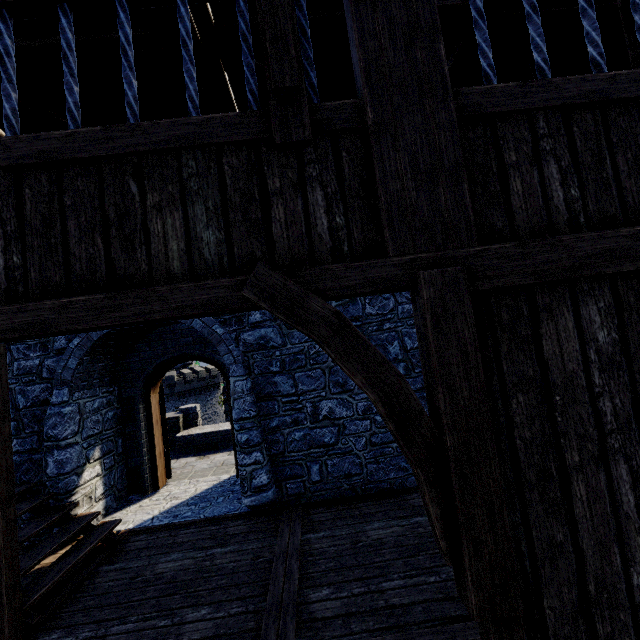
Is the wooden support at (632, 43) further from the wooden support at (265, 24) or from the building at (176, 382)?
the building at (176, 382)

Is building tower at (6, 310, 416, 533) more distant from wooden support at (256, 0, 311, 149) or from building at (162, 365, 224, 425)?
building at (162, 365, 224, 425)

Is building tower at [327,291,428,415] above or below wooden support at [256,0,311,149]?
below

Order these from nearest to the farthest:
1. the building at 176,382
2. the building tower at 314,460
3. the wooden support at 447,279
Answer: the wooden support at 447,279 < the building tower at 314,460 < the building at 176,382

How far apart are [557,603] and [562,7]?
5.1 meters

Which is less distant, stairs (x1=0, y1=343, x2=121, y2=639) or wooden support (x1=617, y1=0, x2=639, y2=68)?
wooden support (x1=617, y1=0, x2=639, y2=68)

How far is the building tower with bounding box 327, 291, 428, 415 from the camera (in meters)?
5.88

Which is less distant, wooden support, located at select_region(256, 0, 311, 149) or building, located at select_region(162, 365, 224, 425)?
wooden support, located at select_region(256, 0, 311, 149)
